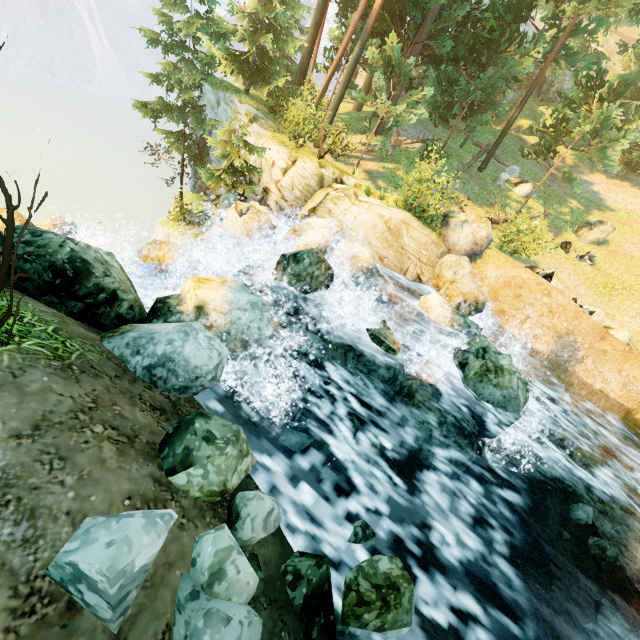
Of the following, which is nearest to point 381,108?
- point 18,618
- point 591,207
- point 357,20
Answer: point 357,20

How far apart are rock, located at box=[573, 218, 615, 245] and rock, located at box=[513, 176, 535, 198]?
3.3m

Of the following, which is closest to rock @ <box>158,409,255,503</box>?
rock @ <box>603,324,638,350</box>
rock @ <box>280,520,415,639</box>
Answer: rock @ <box>280,520,415,639</box>

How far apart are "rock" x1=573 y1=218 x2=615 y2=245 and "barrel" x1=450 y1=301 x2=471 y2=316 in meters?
13.6 m

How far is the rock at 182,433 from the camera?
3.3m

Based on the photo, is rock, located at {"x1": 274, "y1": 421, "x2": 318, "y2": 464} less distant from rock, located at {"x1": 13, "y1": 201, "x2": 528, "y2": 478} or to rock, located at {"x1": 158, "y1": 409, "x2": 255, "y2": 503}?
rock, located at {"x1": 13, "y1": 201, "x2": 528, "y2": 478}

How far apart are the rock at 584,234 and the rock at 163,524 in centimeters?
2409cm

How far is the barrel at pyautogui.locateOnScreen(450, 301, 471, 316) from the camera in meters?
11.7 m
